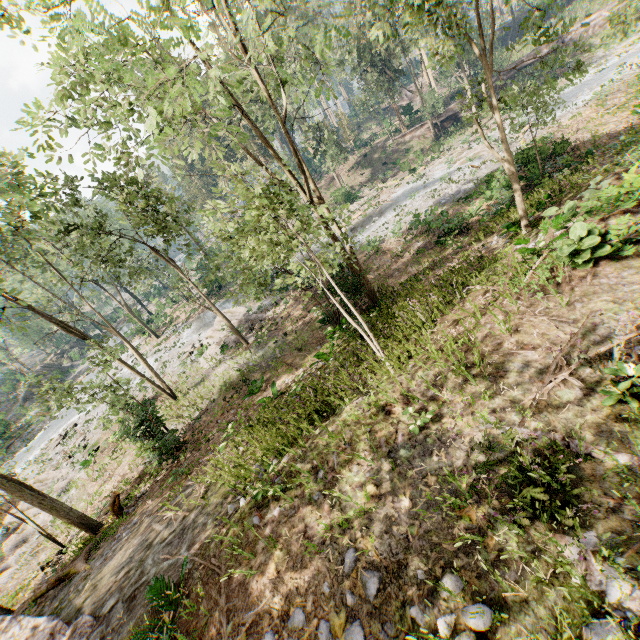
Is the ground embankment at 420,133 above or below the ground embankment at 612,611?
below

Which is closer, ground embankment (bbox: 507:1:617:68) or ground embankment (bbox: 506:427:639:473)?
ground embankment (bbox: 506:427:639:473)

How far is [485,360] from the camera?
5.80m

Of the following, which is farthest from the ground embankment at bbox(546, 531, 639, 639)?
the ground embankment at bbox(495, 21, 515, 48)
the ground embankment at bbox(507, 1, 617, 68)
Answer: the ground embankment at bbox(495, 21, 515, 48)

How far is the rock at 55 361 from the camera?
47.2 meters

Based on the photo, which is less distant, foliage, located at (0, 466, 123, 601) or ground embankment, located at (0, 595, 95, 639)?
ground embankment, located at (0, 595, 95, 639)

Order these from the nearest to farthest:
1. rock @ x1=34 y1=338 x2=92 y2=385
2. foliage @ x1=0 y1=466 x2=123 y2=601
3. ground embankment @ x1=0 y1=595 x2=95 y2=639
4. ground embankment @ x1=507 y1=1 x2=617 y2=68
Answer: ground embankment @ x1=0 y1=595 x2=95 y2=639 < foliage @ x1=0 y1=466 x2=123 y2=601 < ground embankment @ x1=507 y1=1 x2=617 y2=68 < rock @ x1=34 y1=338 x2=92 y2=385

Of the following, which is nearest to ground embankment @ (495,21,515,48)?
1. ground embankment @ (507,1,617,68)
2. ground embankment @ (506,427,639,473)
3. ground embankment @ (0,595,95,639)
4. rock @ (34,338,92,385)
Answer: ground embankment @ (507,1,617,68)
